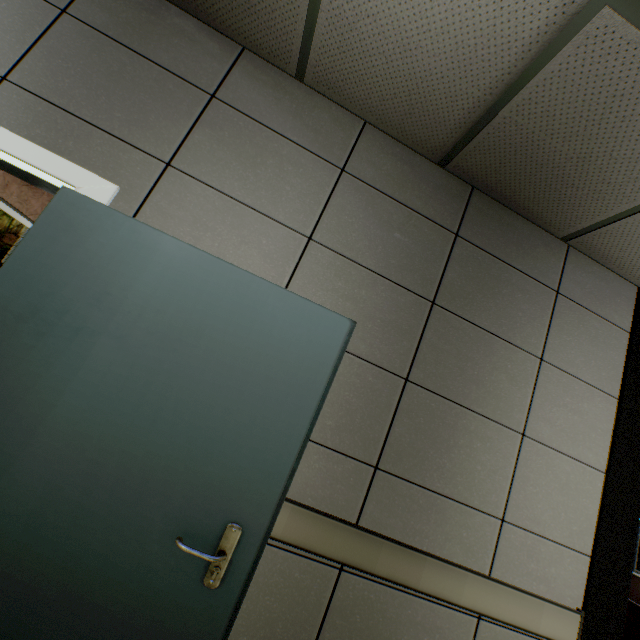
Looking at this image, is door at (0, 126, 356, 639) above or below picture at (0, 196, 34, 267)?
below

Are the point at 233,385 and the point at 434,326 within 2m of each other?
yes

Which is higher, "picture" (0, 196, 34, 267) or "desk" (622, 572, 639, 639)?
"picture" (0, 196, 34, 267)

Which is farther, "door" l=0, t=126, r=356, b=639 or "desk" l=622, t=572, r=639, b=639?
"desk" l=622, t=572, r=639, b=639

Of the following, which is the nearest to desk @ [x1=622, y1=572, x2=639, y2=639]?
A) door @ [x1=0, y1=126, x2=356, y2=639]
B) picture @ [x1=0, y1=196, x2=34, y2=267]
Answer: door @ [x1=0, y1=126, x2=356, y2=639]

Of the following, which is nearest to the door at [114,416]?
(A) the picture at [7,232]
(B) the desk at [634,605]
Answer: (A) the picture at [7,232]

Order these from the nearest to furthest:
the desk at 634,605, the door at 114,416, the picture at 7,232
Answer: the door at 114,416
the picture at 7,232
the desk at 634,605

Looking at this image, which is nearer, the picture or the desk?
the picture
